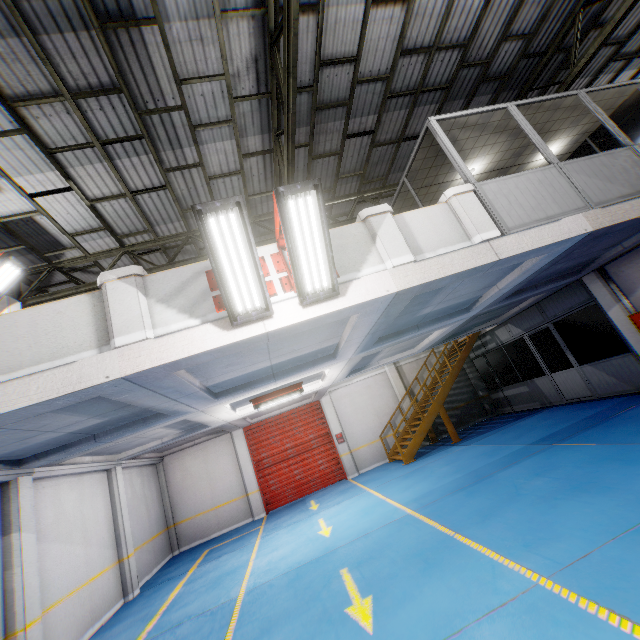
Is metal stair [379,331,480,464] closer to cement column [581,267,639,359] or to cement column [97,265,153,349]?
cement column [581,267,639,359]

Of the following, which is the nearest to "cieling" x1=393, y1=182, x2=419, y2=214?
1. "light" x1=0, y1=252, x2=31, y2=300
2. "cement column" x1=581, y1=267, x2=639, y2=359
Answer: "cement column" x1=581, y1=267, x2=639, y2=359

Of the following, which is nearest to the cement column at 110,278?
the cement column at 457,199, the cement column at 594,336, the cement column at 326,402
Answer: the cement column at 457,199

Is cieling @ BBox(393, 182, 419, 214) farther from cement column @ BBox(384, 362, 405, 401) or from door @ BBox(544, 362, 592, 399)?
cement column @ BBox(384, 362, 405, 401)

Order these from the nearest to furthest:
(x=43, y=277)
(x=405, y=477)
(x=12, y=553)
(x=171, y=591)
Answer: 1. (x=12, y=553)
2. (x=171, y=591)
3. (x=43, y=277)
4. (x=405, y=477)

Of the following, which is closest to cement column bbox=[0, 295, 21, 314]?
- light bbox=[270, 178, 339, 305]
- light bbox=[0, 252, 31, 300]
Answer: light bbox=[0, 252, 31, 300]

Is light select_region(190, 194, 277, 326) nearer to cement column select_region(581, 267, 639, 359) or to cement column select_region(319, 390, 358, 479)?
cement column select_region(581, 267, 639, 359)

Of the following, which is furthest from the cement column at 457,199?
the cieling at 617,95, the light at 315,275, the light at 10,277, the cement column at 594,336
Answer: the cement column at 594,336
